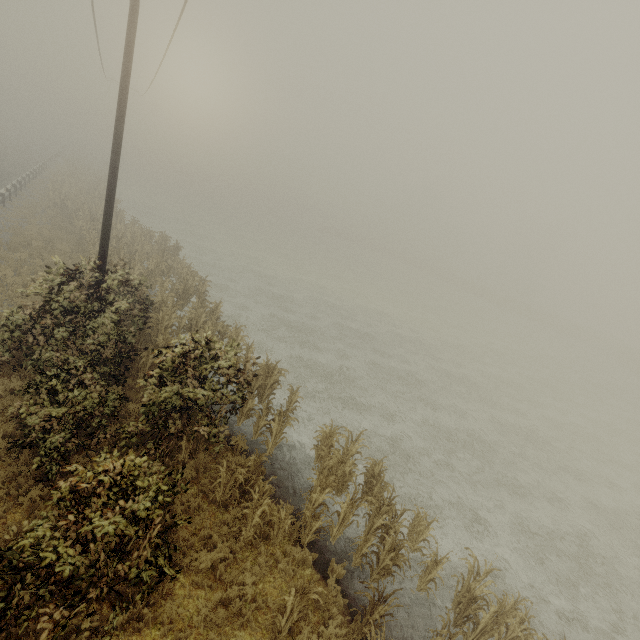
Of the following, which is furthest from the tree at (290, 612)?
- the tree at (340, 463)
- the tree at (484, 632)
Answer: the tree at (340, 463)

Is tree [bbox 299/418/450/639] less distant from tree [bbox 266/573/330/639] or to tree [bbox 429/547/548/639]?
tree [bbox 429/547/548/639]

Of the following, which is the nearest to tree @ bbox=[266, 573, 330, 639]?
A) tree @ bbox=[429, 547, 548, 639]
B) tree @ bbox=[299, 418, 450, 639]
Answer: tree @ bbox=[429, 547, 548, 639]

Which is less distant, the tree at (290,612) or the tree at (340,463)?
the tree at (290,612)

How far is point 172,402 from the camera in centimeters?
816cm

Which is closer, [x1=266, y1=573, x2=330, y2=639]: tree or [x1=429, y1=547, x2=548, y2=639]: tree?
[x1=266, y1=573, x2=330, y2=639]: tree
